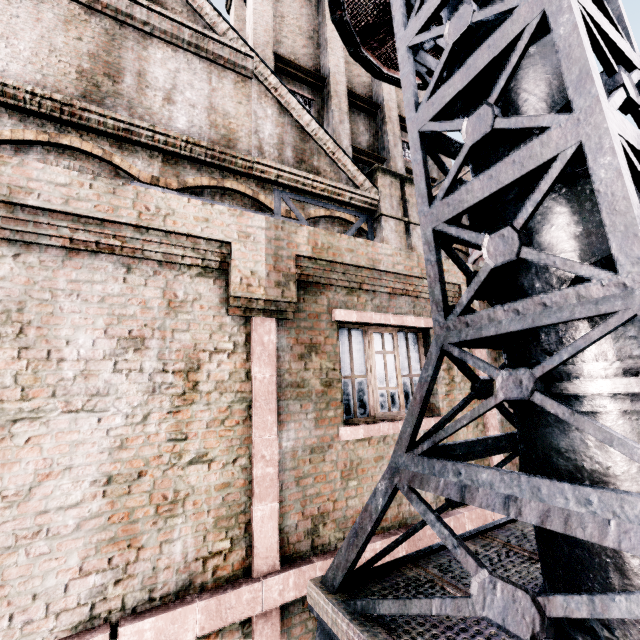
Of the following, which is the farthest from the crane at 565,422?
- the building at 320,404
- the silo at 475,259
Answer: the silo at 475,259

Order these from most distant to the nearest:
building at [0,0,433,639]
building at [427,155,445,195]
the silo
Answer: building at [427,155,445,195]
the silo
building at [0,0,433,639]

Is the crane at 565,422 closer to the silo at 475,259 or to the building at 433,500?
the building at 433,500

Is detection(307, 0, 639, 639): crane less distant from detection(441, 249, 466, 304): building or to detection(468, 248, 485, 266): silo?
detection(441, 249, 466, 304): building

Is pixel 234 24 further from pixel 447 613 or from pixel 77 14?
pixel 447 613

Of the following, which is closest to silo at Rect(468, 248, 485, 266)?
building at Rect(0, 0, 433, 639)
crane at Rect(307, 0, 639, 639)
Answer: building at Rect(0, 0, 433, 639)
